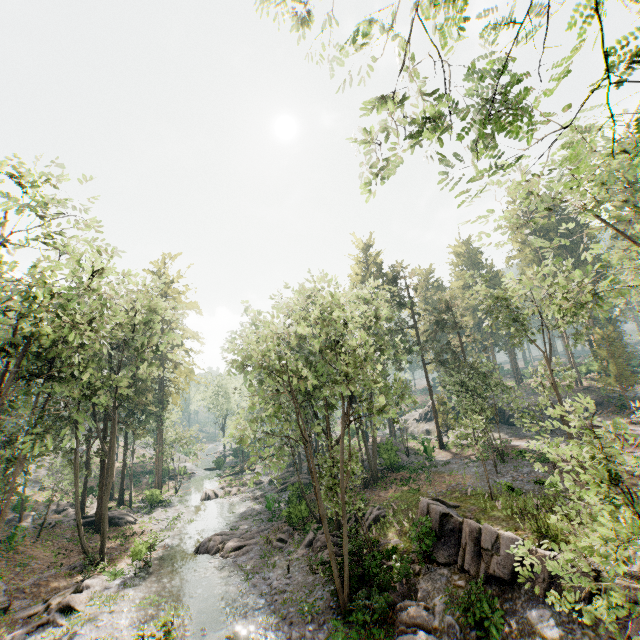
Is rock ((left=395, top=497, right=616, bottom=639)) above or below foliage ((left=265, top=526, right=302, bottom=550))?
above

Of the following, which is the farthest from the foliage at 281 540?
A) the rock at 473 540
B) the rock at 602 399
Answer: the rock at 602 399

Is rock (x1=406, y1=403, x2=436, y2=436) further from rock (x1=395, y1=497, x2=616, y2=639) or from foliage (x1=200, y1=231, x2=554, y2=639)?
rock (x1=395, y1=497, x2=616, y2=639)

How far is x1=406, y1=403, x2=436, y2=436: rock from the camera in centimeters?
5158cm

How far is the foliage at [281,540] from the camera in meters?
23.4

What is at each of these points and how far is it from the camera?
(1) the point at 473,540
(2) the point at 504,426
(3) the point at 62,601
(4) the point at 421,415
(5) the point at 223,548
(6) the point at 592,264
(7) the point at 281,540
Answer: (1) rock, 15.6m
(2) rock, 44.5m
(3) foliage, 18.2m
(4) rock, 57.2m
(5) foliage, 24.0m
(6) foliage, 56.0m
(7) foliage, 24.1m
